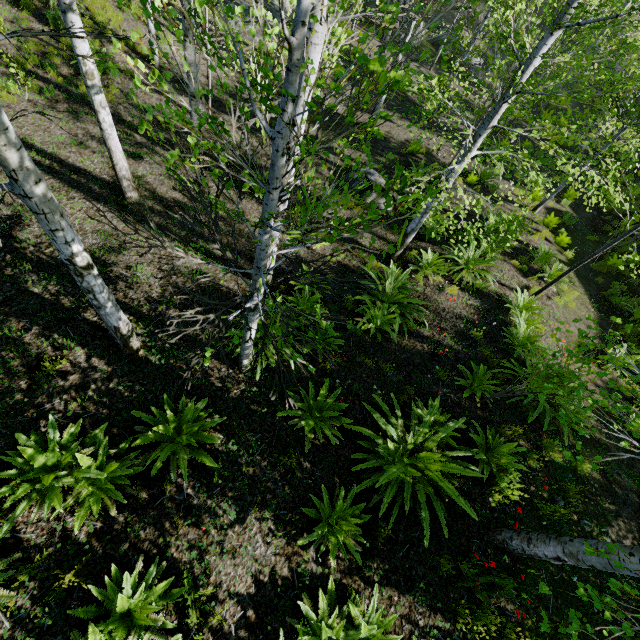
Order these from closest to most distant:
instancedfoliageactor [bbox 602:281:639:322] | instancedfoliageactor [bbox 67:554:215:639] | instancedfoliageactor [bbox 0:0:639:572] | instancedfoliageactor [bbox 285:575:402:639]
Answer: instancedfoliageactor [bbox 0:0:639:572]
instancedfoliageactor [bbox 67:554:215:639]
instancedfoliageactor [bbox 285:575:402:639]
instancedfoliageactor [bbox 602:281:639:322]

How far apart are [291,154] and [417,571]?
5.12m

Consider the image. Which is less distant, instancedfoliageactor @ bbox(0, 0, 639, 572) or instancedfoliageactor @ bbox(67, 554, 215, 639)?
instancedfoliageactor @ bbox(0, 0, 639, 572)

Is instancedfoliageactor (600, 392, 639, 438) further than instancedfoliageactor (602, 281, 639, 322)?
No

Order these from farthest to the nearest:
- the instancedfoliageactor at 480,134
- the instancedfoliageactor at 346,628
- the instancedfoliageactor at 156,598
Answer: the instancedfoliageactor at 346,628, the instancedfoliageactor at 156,598, the instancedfoliageactor at 480,134

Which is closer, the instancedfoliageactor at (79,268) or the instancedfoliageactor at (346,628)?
the instancedfoliageactor at (79,268)
